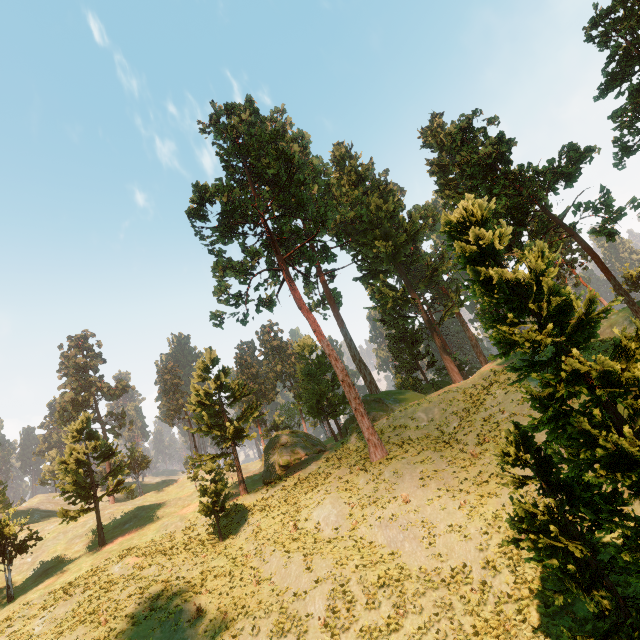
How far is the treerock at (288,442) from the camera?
34.2 meters

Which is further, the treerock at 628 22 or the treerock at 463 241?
the treerock at 628 22

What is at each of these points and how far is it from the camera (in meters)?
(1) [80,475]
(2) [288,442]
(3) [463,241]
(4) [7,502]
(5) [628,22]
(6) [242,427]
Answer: (1) treerock, 33.50
(2) treerock, 36.72
(3) treerock, 11.77
(4) treerock, 59.47
(5) treerock, 23.12
(6) treerock, 32.06

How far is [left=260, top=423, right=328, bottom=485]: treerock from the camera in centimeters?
3425cm

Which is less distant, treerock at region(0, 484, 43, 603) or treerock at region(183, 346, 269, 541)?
treerock at region(183, 346, 269, 541)
